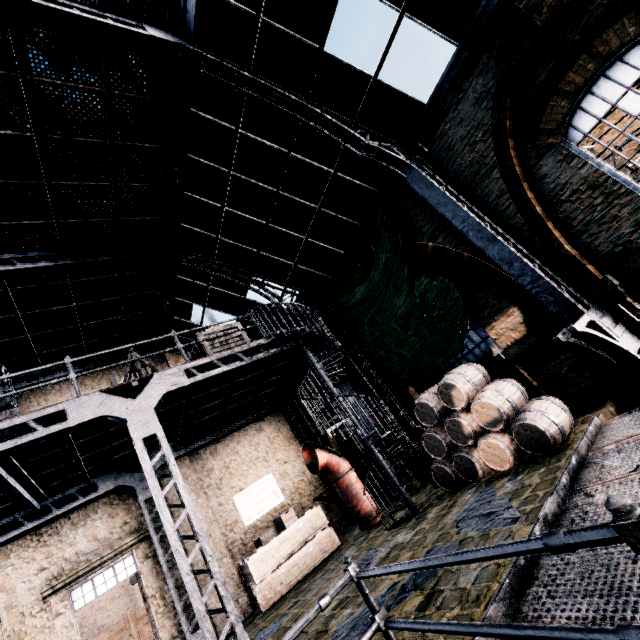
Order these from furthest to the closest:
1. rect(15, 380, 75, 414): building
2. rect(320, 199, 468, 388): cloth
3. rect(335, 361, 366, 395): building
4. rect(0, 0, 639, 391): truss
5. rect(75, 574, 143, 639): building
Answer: rect(75, 574, 143, 639): building, rect(335, 361, 366, 395): building, rect(15, 380, 75, 414): building, rect(320, 199, 468, 388): cloth, rect(0, 0, 639, 391): truss

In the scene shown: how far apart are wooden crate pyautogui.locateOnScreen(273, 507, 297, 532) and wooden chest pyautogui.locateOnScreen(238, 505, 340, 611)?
0.0 meters

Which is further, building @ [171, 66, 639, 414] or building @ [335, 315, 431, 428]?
building @ [335, 315, 431, 428]

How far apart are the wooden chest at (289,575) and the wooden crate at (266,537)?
0.2m

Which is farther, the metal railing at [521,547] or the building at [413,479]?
the building at [413,479]

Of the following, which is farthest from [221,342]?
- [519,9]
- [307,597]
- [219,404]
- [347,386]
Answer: [519,9]

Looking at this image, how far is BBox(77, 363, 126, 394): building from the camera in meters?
13.5 m

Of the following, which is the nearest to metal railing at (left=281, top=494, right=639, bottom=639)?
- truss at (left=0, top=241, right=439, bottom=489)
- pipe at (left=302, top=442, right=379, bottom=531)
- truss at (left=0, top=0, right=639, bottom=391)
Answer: truss at (left=0, top=0, right=639, bottom=391)
